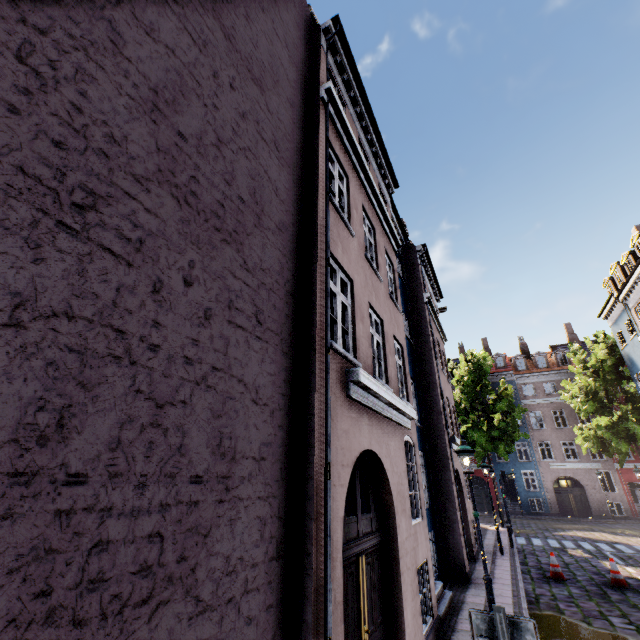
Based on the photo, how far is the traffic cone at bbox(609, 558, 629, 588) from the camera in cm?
1020

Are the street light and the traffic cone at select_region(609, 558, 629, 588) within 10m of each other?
yes

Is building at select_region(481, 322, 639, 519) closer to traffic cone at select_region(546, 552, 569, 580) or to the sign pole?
the sign pole

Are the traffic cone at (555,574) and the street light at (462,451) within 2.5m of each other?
no

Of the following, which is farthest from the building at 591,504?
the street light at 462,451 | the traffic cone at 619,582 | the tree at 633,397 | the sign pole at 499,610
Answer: the traffic cone at 619,582

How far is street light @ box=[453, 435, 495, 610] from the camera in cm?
655

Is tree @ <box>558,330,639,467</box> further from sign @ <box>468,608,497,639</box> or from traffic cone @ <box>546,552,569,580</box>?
sign @ <box>468,608,497,639</box>

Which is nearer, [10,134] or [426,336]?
[10,134]
